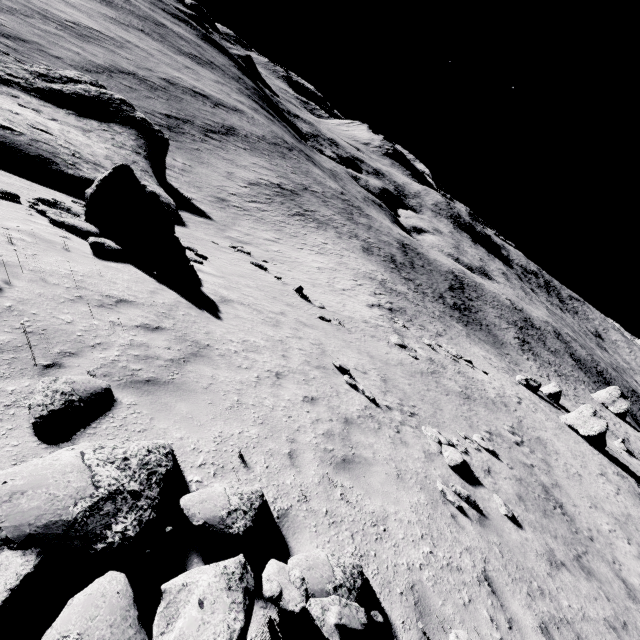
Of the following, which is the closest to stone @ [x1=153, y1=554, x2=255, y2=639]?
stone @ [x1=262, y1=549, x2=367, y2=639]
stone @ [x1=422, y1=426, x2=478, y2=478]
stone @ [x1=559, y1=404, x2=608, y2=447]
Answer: stone @ [x1=262, y1=549, x2=367, y2=639]

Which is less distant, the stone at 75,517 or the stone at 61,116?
the stone at 75,517

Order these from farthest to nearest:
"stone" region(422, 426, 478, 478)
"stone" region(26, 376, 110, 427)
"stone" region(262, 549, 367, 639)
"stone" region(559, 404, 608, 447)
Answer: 1. "stone" region(559, 404, 608, 447)
2. "stone" region(422, 426, 478, 478)
3. "stone" region(26, 376, 110, 427)
4. "stone" region(262, 549, 367, 639)

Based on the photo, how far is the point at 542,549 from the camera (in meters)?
8.41

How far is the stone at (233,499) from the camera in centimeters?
366cm

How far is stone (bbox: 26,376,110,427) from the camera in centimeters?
389cm

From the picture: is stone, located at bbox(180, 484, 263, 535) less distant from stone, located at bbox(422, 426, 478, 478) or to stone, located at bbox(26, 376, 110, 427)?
stone, located at bbox(26, 376, 110, 427)

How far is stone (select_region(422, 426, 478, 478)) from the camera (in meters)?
9.59
